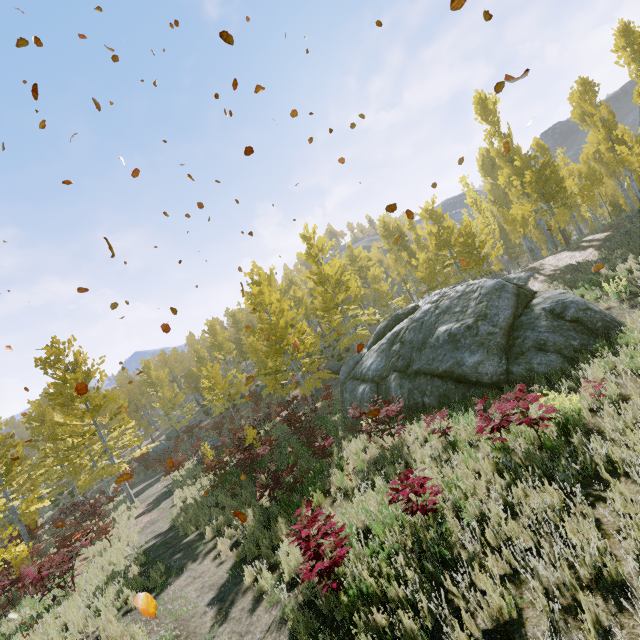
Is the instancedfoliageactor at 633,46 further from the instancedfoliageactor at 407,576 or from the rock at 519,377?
the rock at 519,377

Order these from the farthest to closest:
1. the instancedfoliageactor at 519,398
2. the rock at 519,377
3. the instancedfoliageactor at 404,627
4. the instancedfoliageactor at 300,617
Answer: the rock at 519,377 → the instancedfoliageactor at 519,398 → the instancedfoliageactor at 300,617 → the instancedfoliageactor at 404,627

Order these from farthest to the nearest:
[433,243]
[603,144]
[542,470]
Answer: [433,243]
[603,144]
[542,470]

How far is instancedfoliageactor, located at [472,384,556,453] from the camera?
6.2m

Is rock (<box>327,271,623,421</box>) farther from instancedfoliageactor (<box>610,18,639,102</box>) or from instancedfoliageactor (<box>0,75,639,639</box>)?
instancedfoliageactor (<box>610,18,639,102</box>)

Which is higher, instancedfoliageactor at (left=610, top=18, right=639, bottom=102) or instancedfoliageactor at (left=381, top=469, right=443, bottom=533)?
instancedfoliageactor at (left=610, top=18, right=639, bottom=102)

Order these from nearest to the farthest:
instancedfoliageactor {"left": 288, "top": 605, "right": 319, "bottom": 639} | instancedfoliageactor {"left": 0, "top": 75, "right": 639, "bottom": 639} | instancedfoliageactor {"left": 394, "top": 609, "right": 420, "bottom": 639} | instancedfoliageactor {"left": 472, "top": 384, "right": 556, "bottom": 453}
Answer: instancedfoliageactor {"left": 394, "top": 609, "right": 420, "bottom": 639} → instancedfoliageactor {"left": 288, "top": 605, "right": 319, "bottom": 639} → instancedfoliageactor {"left": 472, "top": 384, "right": 556, "bottom": 453} → instancedfoliageactor {"left": 0, "top": 75, "right": 639, "bottom": 639}
